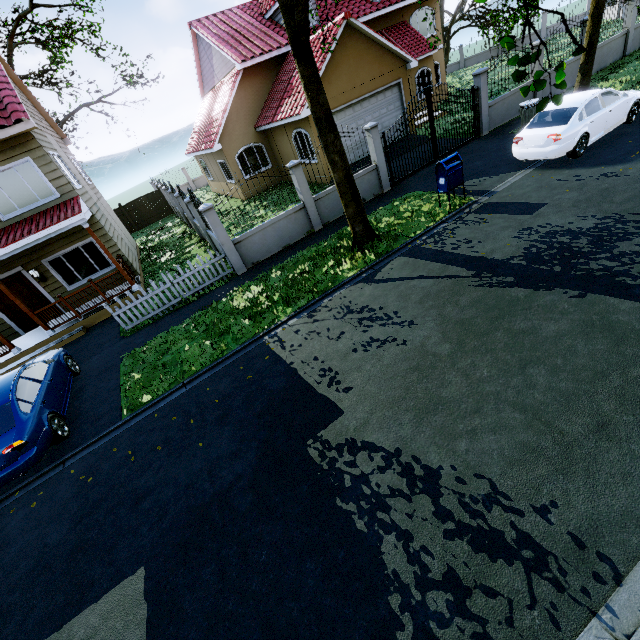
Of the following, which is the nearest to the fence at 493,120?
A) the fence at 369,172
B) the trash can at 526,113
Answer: the fence at 369,172

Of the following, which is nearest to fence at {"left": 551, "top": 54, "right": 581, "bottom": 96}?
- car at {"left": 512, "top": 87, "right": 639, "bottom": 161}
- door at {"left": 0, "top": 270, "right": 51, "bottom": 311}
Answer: car at {"left": 512, "top": 87, "right": 639, "bottom": 161}

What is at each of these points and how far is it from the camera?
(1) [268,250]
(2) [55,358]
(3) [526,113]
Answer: (1) fence, 11.6m
(2) car, 8.8m
(3) trash can, 12.5m

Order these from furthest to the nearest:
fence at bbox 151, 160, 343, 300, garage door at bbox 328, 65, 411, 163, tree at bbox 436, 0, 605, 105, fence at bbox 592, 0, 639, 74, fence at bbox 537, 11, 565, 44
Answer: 1. fence at bbox 592, 0, 639, 74
2. garage door at bbox 328, 65, 411, 163
3. fence at bbox 537, 11, 565, 44
4. fence at bbox 151, 160, 343, 300
5. tree at bbox 436, 0, 605, 105

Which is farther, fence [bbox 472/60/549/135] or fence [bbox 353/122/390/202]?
fence [bbox 472/60/549/135]

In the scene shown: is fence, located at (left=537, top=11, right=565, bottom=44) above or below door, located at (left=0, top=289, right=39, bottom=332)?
above

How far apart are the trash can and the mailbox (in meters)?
5.95

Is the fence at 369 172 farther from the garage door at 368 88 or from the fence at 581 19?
the garage door at 368 88
